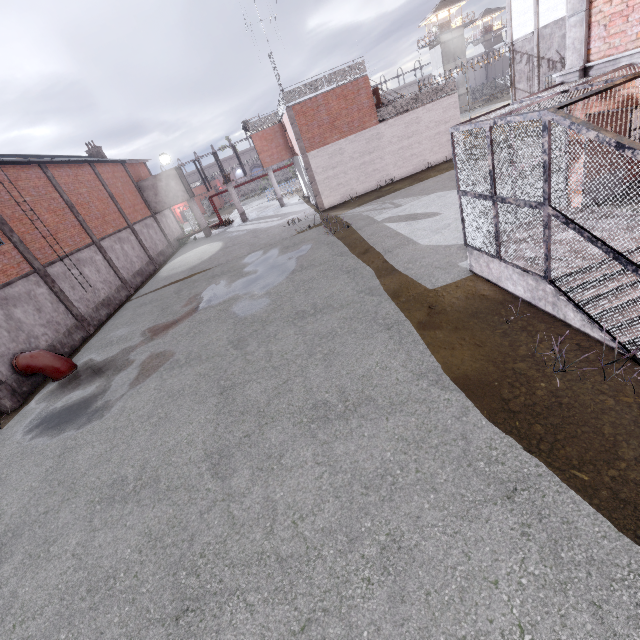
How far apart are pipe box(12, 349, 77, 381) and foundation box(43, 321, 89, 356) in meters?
0.1

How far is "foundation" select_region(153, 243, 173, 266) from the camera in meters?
29.0 m

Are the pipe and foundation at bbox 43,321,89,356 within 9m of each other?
yes

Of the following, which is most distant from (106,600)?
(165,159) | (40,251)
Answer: (165,159)

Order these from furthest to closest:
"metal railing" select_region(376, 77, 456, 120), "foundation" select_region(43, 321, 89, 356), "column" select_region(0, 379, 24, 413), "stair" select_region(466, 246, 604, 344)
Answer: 1. "metal railing" select_region(376, 77, 456, 120)
2. "foundation" select_region(43, 321, 89, 356)
3. "column" select_region(0, 379, 24, 413)
4. "stair" select_region(466, 246, 604, 344)

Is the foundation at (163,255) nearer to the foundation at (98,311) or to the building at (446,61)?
the foundation at (98,311)

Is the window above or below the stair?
above

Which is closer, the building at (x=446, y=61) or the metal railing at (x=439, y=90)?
the metal railing at (x=439, y=90)
